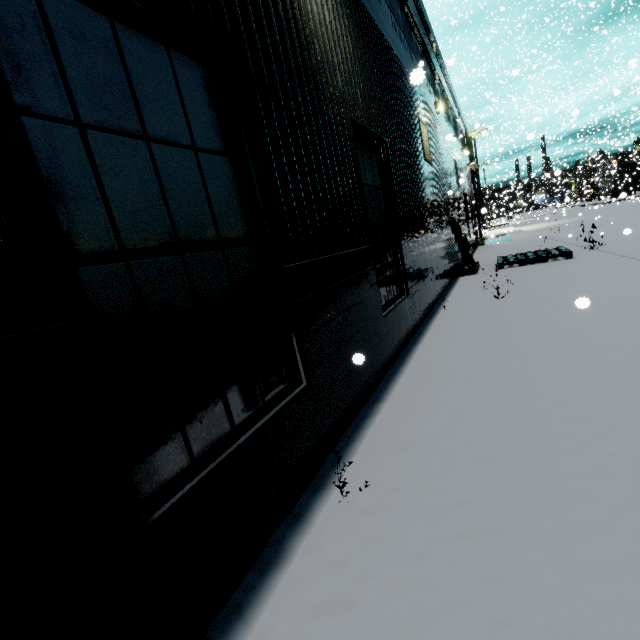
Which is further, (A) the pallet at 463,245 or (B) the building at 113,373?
(A) the pallet at 463,245

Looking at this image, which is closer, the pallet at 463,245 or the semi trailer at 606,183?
the pallet at 463,245

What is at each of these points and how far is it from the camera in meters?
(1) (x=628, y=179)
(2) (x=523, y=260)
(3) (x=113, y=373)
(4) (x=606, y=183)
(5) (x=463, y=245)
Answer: (1) semi trailer door, 17.5 m
(2) pallet, 10.0 m
(3) building, 1.5 m
(4) semi trailer, 55.4 m
(5) pallet, 10.4 m

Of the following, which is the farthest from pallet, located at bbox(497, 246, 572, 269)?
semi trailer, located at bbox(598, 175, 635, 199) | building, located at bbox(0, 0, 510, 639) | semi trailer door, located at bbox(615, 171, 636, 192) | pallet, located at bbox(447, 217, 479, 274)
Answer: semi trailer door, located at bbox(615, 171, 636, 192)

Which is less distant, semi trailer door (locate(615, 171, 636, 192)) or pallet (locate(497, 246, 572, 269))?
pallet (locate(497, 246, 572, 269))

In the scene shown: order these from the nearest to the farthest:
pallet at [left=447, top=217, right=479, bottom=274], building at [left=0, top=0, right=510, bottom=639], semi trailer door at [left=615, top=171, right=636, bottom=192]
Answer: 1. building at [left=0, top=0, right=510, bottom=639]
2. pallet at [left=447, top=217, right=479, bottom=274]
3. semi trailer door at [left=615, top=171, right=636, bottom=192]

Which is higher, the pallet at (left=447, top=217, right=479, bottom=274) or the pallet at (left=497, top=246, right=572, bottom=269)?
the pallet at (left=447, top=217, right=479, bottom=274)

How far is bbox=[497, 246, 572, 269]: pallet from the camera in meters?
9.5 m
